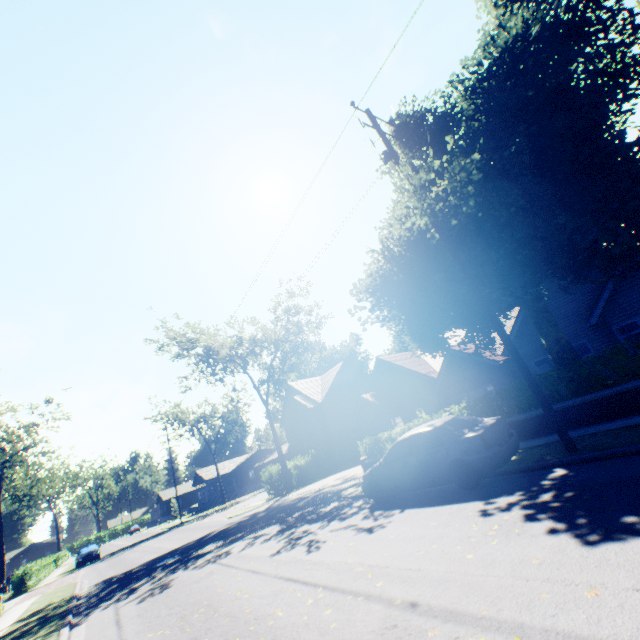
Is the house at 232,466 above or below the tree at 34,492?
below

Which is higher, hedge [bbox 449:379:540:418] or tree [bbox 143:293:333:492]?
tree [bbox 143:293:333:492]

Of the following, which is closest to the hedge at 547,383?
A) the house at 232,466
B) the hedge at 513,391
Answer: the hedge at 513,391

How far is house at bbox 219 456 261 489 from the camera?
57.53m

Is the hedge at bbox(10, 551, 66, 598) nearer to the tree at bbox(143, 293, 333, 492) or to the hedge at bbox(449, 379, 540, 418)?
the tree at bbox(143, 293, 333, 492)

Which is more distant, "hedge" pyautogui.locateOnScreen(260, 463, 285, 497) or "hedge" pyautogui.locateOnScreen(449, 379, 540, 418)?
"hedge" pyautogui.locateOnScreen(260, 463, 285, 497)

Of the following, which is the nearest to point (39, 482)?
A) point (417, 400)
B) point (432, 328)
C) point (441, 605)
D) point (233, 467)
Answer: point (233, 467)

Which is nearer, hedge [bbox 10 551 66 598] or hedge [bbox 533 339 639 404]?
hedge [bbox 533 339 639 404]
